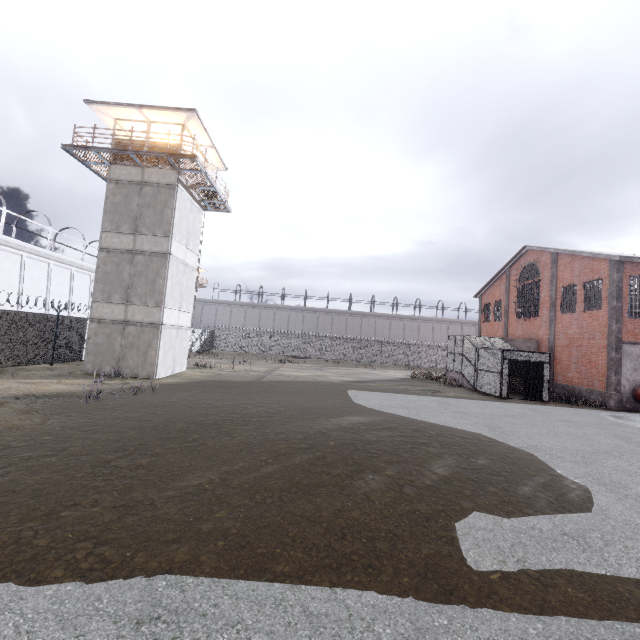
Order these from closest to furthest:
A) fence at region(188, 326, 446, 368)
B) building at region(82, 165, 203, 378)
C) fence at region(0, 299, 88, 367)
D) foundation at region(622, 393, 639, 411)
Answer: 1. fence at region(0, 299, 88, 367)
2. building at region(82, 165, 203, 378)
3. foundation at region(622, 393, 639, 411)
4. fence at region(188, 326, 446, 368)

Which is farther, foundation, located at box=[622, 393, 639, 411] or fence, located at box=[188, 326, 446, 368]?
fence, located at box=[188, 326, 446, 368]

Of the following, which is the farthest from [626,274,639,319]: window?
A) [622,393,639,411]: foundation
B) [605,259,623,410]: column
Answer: [622,393,639,411]: foundation

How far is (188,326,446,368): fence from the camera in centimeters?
4516cm

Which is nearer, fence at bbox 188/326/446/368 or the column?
the column

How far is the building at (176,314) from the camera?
17.7m

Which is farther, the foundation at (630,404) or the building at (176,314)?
the foundation at (630,404)

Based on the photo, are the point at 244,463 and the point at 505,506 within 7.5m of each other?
yes
